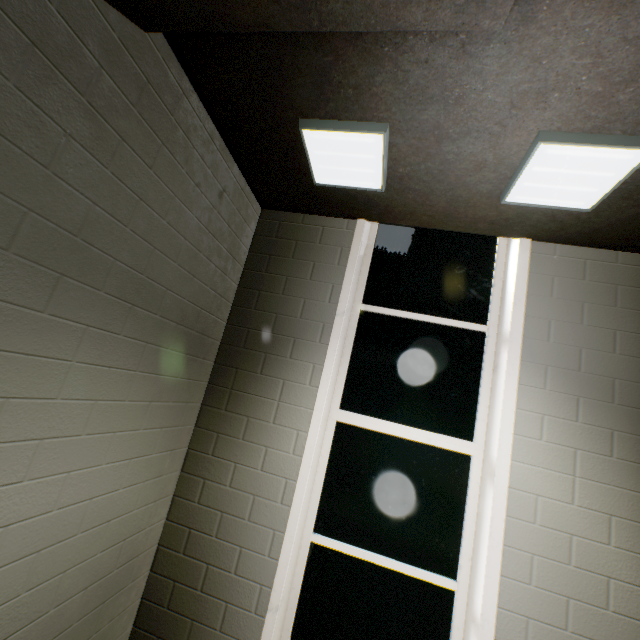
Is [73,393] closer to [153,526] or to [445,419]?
[153,526]

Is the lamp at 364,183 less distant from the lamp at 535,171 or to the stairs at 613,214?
the stairs at 613,214

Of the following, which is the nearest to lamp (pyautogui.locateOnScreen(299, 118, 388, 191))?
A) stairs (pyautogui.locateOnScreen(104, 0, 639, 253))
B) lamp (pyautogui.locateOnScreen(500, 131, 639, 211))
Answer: stairs (pyautogui.locateOnScreen(104, 0, 639, 253))

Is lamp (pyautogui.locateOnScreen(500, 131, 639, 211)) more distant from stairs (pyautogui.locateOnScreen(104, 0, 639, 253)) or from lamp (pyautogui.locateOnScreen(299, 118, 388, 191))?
lamp (pyautogui.locateOnScreen(299, 118, 388, 191))

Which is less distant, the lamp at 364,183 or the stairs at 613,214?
the stairs at 613,214

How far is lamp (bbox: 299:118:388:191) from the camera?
1.8 meters

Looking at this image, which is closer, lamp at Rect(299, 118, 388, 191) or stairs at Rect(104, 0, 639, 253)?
stairs at Rect(104, 0, 639, 253)
